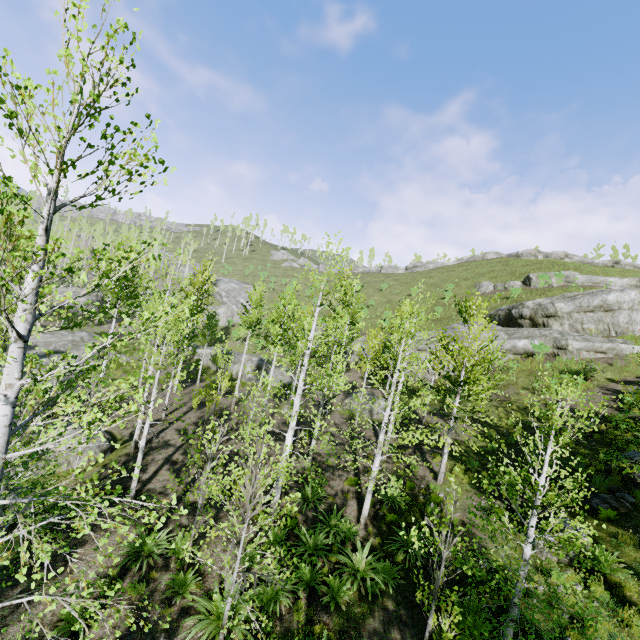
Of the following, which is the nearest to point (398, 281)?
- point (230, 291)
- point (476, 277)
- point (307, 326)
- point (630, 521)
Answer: point (476, 277)

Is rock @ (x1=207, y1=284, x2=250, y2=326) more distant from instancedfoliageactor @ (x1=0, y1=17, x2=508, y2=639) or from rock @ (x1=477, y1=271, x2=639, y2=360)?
rock @ (x1=477, y1=271, x2=639, y2=360)

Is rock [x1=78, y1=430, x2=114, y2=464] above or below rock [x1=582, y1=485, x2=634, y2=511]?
below

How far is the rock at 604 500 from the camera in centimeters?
1070cm

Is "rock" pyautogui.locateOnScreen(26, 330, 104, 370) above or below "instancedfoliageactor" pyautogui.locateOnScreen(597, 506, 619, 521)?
below

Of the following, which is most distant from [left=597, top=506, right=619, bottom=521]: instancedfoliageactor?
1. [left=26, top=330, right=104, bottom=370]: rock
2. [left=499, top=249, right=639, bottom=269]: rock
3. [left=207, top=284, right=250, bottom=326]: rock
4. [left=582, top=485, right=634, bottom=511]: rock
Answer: [left=499, top=249, right=639, bottom=269]: rock

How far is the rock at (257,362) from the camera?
30.5 meters

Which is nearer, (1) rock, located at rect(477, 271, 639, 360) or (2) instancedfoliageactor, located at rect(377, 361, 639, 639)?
(2) instancedfoliageactor, located at rect(377, 361, 639, 639)
